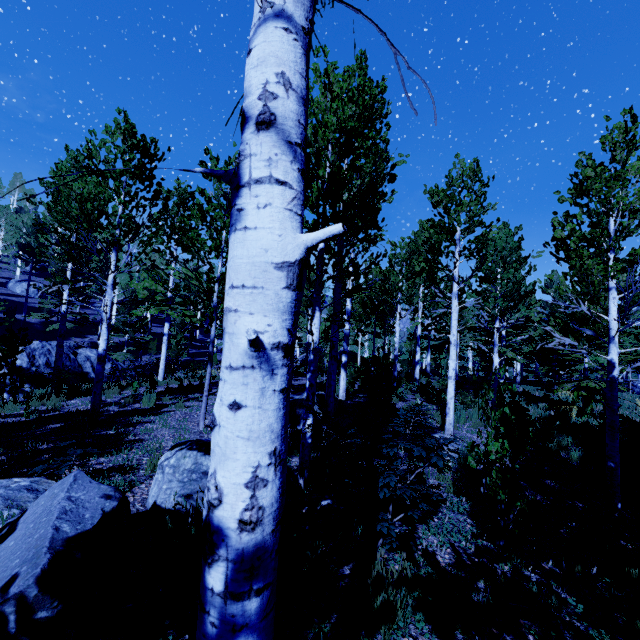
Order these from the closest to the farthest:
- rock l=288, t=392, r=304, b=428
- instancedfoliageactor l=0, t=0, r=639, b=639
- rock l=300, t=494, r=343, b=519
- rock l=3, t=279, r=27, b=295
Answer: instancedfoliageactor l=0, t=0, r=639, b=639 → rock l=300, t=494, r=343, b=519 → rock l=288, t=392, r=304, b=428 → rock l=3, t=279, r=27, b=295

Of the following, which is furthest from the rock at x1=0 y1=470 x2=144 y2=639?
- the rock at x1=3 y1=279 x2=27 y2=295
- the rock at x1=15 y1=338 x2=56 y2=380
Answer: the rock at x1=3 y1=279 x2=27 y2=295

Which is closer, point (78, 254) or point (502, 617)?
point (502, 617)

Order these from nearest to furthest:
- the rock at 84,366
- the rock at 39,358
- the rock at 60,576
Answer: the rock at 60,576, the rock at 39,358, the rock at 84,366

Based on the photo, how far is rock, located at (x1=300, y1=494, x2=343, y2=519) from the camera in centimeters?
417cm

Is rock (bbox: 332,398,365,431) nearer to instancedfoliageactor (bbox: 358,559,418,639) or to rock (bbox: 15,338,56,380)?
instancedfoliageactor (bbox: 358,559,418,639)

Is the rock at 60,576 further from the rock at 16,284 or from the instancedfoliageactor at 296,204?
the rock at 16,284

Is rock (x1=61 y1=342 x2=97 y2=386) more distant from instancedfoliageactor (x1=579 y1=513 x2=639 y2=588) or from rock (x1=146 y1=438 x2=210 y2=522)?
rock (x1=146 y1=438 x2=210 y2=522)
